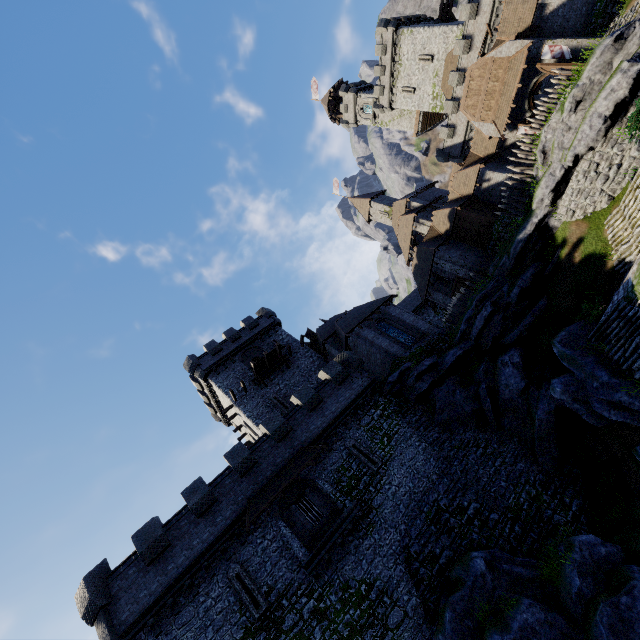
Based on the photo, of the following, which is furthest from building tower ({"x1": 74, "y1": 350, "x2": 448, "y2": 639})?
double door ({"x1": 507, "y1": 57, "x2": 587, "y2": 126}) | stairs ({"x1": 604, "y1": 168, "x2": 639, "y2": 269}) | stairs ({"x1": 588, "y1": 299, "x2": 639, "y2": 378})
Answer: double door ({"x1": 507, "y1": 57, "x2": 587, "y2": 126})

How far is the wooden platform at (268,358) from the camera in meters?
31.2 m

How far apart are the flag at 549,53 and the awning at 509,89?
0.82m

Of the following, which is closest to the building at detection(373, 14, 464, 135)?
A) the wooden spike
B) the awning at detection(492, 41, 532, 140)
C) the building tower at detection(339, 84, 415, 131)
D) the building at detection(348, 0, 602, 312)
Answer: the building tower at detection(339, 84, 415, 131)

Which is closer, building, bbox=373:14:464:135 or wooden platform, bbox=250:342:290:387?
wooden platform, bbox=250:342:290:387

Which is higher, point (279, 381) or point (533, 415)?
point (279, 381)

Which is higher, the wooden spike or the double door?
the double door

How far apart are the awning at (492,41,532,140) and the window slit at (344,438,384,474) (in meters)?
26.96
